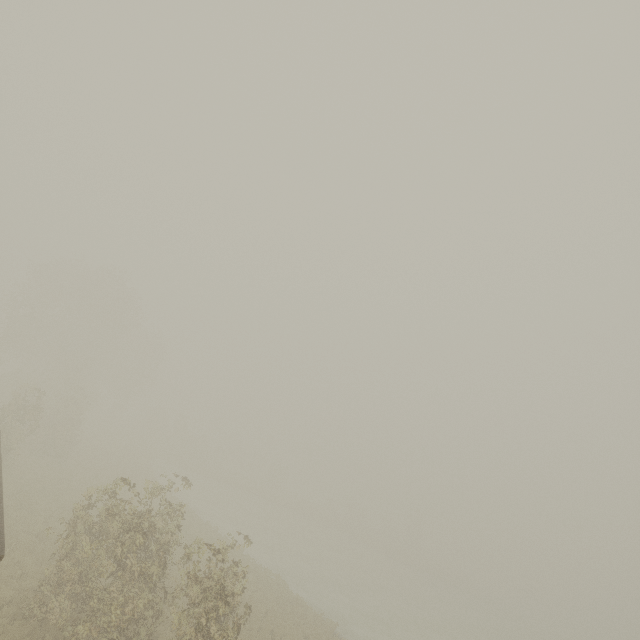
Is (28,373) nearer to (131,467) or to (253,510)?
(131,467)
